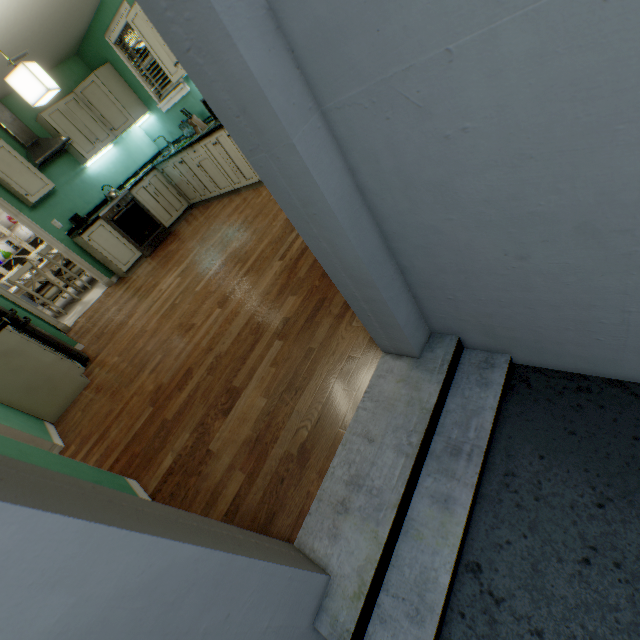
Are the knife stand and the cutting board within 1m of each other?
yes

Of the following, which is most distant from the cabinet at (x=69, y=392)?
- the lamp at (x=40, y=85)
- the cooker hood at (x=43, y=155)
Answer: the cooker hood at (x=43, y=155)

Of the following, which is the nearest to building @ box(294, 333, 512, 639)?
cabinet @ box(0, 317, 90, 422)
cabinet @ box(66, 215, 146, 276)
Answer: cabinet @ box(0, 317, 90, 422)

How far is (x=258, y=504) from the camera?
1.4 meters

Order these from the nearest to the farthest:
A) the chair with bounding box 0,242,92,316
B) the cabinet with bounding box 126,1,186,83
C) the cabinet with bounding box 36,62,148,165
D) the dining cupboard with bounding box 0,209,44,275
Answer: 1. the cabinet with bounding box 126,1,186,83
2. the cabinet with bounding box 36,62,148,165
3. the chair with bounding box 0,242,92,316
4. the dining cupboard with bounding box 0,209,44,275

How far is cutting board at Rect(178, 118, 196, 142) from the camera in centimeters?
467cm

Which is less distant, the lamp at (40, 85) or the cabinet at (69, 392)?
the lamp at (40, 85)

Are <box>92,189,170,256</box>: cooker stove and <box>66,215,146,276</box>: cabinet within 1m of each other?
yes
